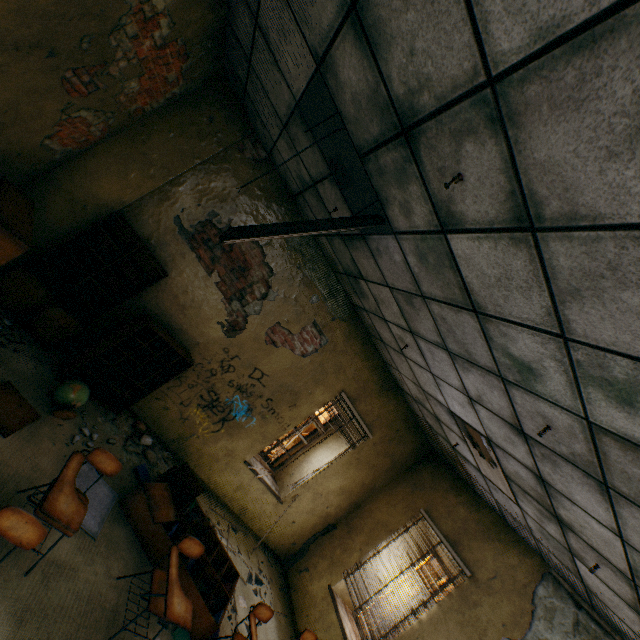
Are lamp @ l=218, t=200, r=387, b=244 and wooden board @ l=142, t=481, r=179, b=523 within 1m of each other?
no

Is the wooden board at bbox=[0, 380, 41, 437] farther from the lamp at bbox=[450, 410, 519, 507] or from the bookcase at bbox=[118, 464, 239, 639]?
the lamp at bbox=[450, 410, 519, 507]

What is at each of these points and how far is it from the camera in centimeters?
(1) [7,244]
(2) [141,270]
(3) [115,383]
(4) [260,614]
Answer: (1) bookcase, 272cm
(2) bookcase, 456cm
(3) bookcase, 461cm
(4) student desk, 376cm

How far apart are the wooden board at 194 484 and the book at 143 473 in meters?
0.4

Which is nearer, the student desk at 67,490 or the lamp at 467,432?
the student desk at 67,490

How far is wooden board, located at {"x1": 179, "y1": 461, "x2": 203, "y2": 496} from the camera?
4.72m

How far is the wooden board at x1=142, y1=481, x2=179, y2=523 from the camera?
3.8m

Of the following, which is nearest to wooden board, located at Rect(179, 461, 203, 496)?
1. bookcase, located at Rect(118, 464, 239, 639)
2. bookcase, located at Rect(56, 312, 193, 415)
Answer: bookcase, located at Rect(118, 464, 239, 639)
